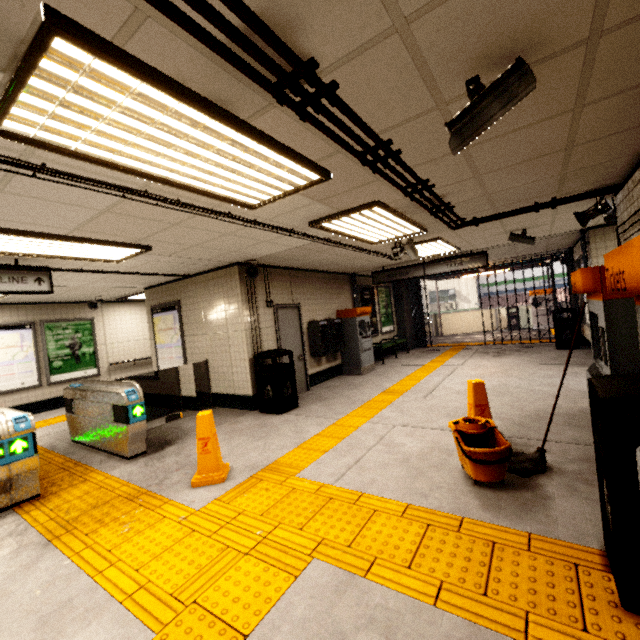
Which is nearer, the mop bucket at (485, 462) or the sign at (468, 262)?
the mop bucket at (485, 462)

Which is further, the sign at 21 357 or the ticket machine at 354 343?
the ticket machine at 354 343

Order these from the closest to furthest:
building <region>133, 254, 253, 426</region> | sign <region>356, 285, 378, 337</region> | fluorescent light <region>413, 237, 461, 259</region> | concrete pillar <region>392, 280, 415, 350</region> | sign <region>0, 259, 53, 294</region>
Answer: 1. sign <region>0, 259, 53, 294</region>
2. building <region>133, 254, 253, 426</region>
3. fluorescent light <region>413, 237, 461, 259</region>
4. sign <region>356, 285, 378, 337</region>
5. concrete pillar <region>392, 280, 415, 350</region>

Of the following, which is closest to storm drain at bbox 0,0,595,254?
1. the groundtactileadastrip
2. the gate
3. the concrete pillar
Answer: the groundtactileadastrip

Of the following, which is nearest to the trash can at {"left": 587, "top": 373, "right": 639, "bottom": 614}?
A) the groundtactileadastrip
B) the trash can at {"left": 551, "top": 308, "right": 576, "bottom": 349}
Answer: the groundtactileadastrip

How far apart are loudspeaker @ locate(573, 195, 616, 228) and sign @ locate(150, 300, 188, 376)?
7.6m

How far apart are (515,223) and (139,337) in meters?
11.1

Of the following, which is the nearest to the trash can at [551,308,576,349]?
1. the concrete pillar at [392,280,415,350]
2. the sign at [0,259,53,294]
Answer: the concrete pillar at [392,280,415,350]
